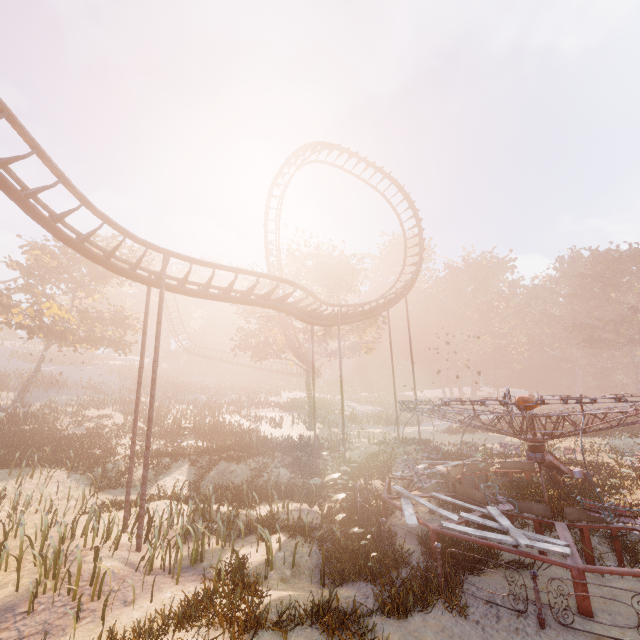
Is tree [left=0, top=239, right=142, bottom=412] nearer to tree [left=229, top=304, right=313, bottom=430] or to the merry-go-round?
tree [left=229, top=304, right=313, bottom=430]

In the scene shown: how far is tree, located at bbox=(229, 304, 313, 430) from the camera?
29.92m

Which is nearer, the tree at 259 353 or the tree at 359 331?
the tree at 259 353

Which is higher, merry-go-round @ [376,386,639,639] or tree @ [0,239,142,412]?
tree @ [0,239,142,412]

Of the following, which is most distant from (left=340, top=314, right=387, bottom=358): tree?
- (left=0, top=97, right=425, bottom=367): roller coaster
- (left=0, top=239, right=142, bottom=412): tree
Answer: (left=0, top=239, right=142, bottom=412): tree

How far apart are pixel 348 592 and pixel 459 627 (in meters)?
2.48

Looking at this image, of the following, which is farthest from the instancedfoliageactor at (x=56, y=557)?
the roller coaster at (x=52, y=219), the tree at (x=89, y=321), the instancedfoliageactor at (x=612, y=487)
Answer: the instancedfoliageactor at (x=612, y=487)

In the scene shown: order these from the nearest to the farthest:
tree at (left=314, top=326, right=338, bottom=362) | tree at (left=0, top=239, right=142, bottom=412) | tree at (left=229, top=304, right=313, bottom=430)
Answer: tree at (left=0, top=239, right=142, bottom=412) → tree at (left=229, top=304, right=313, bottom=430) → tree at (left=314, top=326, right=338, bottom=362)
